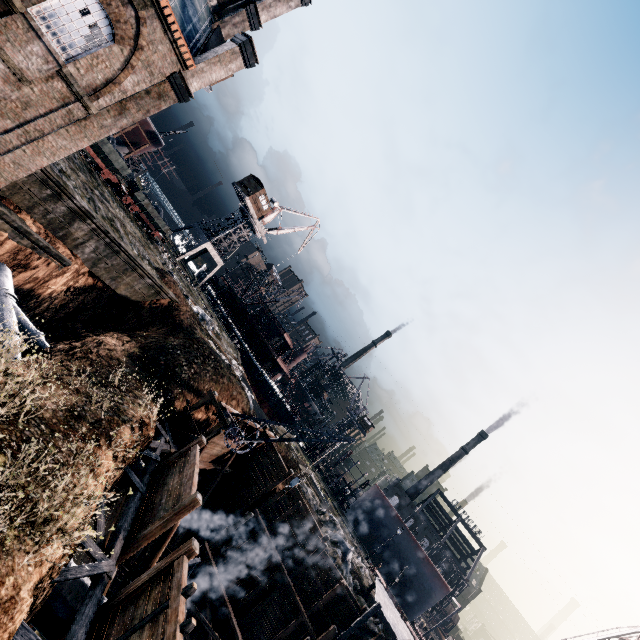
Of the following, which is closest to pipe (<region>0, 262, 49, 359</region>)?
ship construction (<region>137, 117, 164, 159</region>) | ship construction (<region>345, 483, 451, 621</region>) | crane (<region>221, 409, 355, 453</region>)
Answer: crane (<region>221, 409, 355, 453</region>)

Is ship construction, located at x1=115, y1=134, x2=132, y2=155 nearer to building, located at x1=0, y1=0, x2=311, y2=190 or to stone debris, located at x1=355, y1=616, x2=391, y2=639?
building, located at x1=0, y1=0, x2=311, y2=190

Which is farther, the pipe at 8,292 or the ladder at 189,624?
the pipe at 8,292

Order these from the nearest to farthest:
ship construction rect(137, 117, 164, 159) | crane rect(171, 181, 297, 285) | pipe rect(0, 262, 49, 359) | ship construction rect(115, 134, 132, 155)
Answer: pipe rect(0, 262, 49, 359) → ship construction rect(137, 117, 164, 159) → ship construction rect(115, 134, 132, 155) → crane rect(171, 181, 297, 285)

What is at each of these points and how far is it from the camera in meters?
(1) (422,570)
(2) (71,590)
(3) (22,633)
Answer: (1) ship construction, 43.9
(2) pipe, 10.9
(3) wooden scaffolding, 7.9

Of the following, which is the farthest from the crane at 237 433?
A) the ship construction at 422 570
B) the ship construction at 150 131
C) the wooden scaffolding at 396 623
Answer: the ship construction at 150 131

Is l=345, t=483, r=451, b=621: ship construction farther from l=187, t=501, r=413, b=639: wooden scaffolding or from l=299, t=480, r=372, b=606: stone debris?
l=187, t=501, r=413, b=639: wooden scaffolding

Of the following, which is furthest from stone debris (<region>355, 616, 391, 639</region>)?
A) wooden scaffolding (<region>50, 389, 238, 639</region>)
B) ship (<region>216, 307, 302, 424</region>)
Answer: ship (<region>216, 307, 302, 424</region>)
